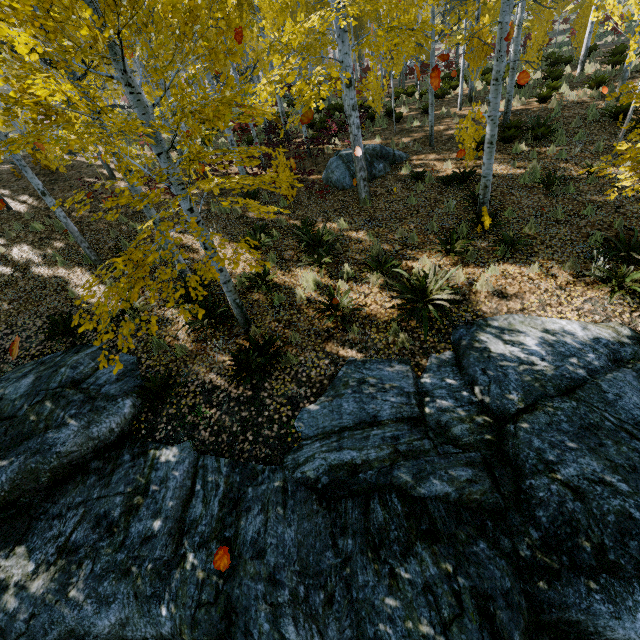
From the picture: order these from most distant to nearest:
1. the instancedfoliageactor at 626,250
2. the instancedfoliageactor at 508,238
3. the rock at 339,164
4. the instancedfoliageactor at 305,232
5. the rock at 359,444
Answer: the rock at 339,164 < the instancedfoliageactor at 305,232 < the instancedfoliageactor at 508,238 < the instancedfoliageactor at 626,250 < the rock at 359,444

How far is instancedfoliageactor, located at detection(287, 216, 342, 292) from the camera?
7.5 meters

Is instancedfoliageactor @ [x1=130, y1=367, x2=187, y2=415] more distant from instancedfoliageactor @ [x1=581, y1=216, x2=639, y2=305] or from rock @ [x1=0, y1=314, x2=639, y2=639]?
instancedfoliageactor @ [x1=581, y1=216, x2=639, y2=305]

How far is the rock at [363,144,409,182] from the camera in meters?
11.3 m

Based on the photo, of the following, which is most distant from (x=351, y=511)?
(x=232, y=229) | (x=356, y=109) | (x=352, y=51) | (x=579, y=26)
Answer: (x=579, y=26)

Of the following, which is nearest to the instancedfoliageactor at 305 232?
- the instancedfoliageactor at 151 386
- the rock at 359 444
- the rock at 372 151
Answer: the rock at 359 444
